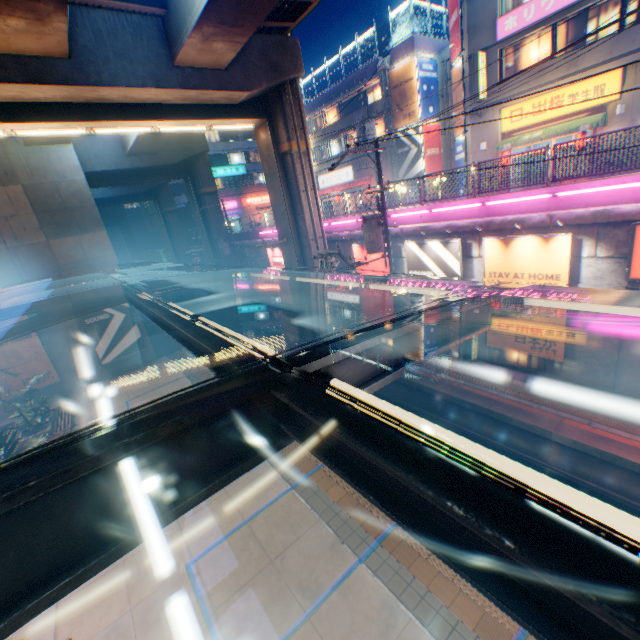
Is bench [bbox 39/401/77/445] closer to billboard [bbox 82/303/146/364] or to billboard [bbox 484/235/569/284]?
billboard [bbox 82/303/146/364]

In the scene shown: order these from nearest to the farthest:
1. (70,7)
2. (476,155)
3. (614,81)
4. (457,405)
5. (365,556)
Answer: (365,556) → (70,7) → (457,405) → (614,81) → (476,155)

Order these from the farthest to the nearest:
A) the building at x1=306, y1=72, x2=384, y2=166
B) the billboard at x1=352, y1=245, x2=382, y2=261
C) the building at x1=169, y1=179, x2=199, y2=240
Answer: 1. the building at x1=169, y1=179, x2=199, y2=240
2. the building at x1=306, y1=72, x2=384, y2=166
3. the billboard at x1=352, y1=245, x2=382, y2=261

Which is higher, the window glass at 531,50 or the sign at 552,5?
the sign at 552,5

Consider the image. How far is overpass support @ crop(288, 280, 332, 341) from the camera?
18.8 meters

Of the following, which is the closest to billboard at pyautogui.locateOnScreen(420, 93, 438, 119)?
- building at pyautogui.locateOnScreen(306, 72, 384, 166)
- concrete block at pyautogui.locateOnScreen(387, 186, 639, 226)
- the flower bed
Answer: building at pyautogui.locateOnScreen(306, 72, 384, 166)

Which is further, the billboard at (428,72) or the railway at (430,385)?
the billboard at (428,72)

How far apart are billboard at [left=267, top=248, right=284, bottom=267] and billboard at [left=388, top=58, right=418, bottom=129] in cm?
1573
